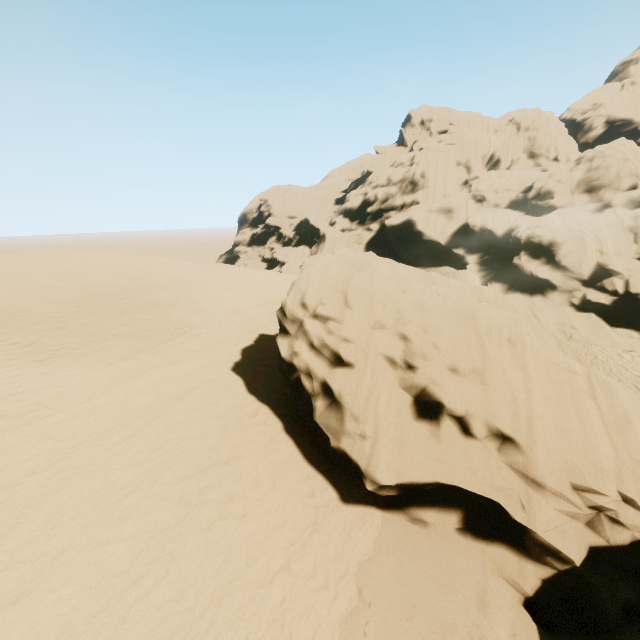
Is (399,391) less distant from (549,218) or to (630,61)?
(549,218)
